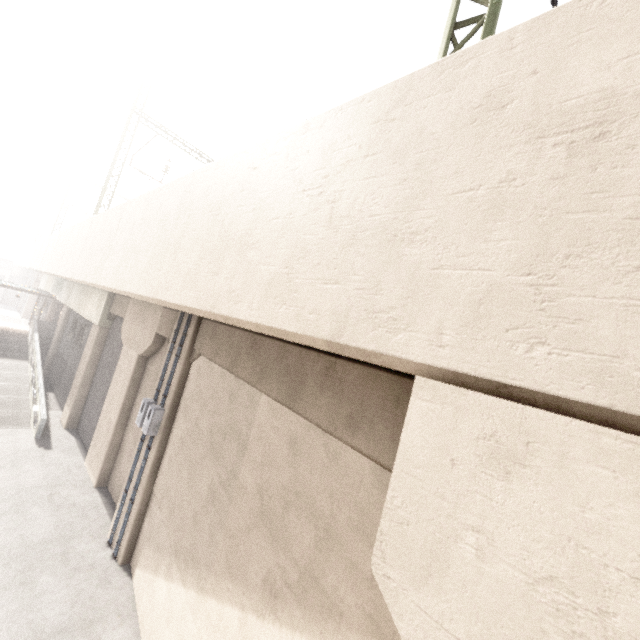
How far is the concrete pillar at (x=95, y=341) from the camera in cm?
1576

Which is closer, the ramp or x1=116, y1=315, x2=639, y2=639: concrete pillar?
x1=116, y1=315, x2=639, y2=639: concrete pillar

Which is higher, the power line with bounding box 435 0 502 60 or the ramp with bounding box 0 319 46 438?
the power line with bounding box 435 0 502 60

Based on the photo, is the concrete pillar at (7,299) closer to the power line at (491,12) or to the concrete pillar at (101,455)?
the concrete pillar at (101,455)

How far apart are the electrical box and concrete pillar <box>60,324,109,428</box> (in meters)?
Result: 9.40

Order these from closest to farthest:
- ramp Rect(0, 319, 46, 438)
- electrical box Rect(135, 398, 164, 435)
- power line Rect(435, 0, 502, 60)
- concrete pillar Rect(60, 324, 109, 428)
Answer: power line Rect(435, 0, 502, 60)
electrical box Rect(135, 398, 164, 435)
ramp Rect(0, 319, 46, 438)
concrete pillar Rect(60, 324, 109, 428)

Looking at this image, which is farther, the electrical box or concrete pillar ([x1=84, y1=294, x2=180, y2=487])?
concrete pillar ([x1=84, y1=294, x2=180, y2=487])

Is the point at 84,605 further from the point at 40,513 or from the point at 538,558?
the point at 538,558
